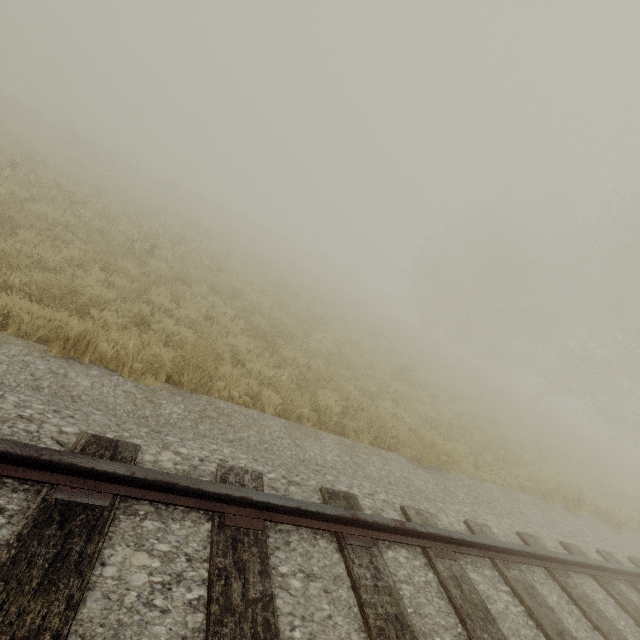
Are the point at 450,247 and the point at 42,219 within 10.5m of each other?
no
